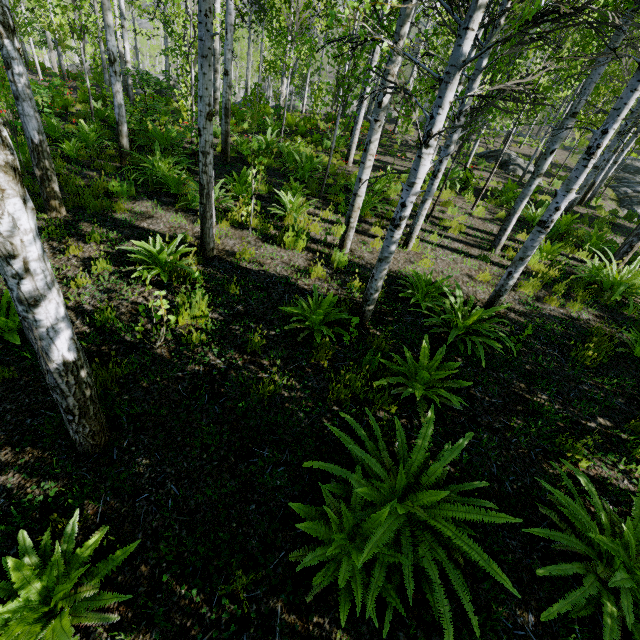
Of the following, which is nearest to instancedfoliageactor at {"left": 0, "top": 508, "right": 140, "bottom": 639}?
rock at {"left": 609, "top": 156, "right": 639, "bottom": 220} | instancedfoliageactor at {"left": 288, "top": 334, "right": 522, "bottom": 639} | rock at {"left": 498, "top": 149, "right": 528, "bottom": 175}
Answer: instancedfoliageactor at {"left": 288, "top": 334, "right": 522, "bottom": 639}

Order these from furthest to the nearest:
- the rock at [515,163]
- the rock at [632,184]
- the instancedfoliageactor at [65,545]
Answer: the rock at [632,184] < the rock at [515,163] < the instancedfoliageactor at [65,545]

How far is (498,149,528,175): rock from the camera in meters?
15.8 m

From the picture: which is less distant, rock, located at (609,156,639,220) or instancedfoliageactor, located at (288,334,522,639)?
instancedfoliageactor, located at (288,334,522,639)

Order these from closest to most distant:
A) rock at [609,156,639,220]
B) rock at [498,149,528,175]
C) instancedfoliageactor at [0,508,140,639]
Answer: instancedfoliageactor at [0,508,140,639] < rock at [498,149,528,175] < rock at [609,156,639,220]

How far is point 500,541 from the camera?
2.8m

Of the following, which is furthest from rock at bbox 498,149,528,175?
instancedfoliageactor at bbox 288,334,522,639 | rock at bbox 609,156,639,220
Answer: instancedfoliageactor at bbox 288,334,522,639

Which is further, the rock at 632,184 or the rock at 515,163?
the rock at 632,184
